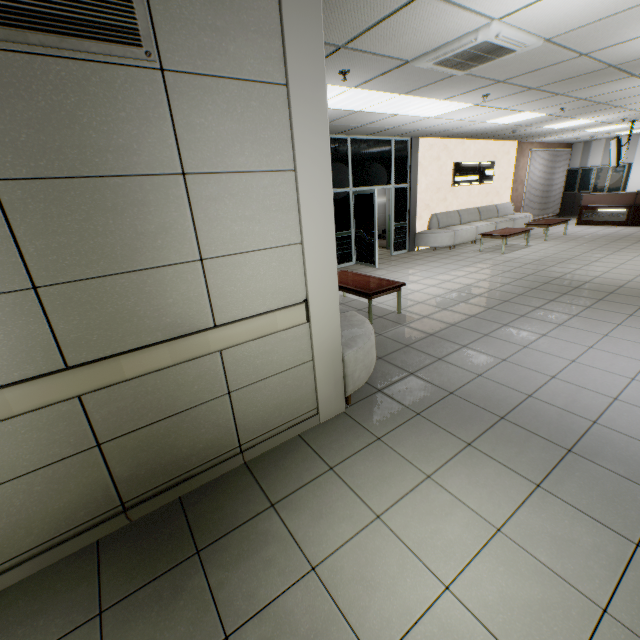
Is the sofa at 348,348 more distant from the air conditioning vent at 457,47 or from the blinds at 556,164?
the blinds at 556,164

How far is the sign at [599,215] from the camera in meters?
11.8 m

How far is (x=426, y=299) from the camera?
5.9 meters

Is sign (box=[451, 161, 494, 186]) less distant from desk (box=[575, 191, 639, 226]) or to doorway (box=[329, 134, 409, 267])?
doorway (box=[329, 134, 409, 267])

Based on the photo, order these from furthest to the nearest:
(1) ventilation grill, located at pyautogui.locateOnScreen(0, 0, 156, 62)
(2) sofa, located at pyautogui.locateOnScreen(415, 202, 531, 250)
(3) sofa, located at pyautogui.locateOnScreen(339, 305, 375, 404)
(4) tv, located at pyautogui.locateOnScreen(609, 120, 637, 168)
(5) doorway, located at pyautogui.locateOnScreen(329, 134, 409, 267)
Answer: (2) sofa, located at pyautogui.locateOnScreen(415, 202, 531, 250)
(4) tv, located at pyautogui.locateOnScreen(609, 120, 637, 168)
(5) doorway, located at pyautogui.locateOnScreen(329, 134, 409, 267)
(3) sofa, located at pyautogui.locateOnScreen(339, 305, 375, 404)
(1) ventilation grill, located at pyautogui.locateOnScreen(0, 0, 156, 62)

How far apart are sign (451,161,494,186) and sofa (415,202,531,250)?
0.75m

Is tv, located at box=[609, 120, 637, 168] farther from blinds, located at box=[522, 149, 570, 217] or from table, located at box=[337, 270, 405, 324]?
table, located at box=[337, 270, 405, 324]

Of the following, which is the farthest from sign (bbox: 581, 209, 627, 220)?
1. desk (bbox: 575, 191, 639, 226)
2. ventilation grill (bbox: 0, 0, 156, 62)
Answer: ventilation grill (bbox: 0, 0, 156, 62)
